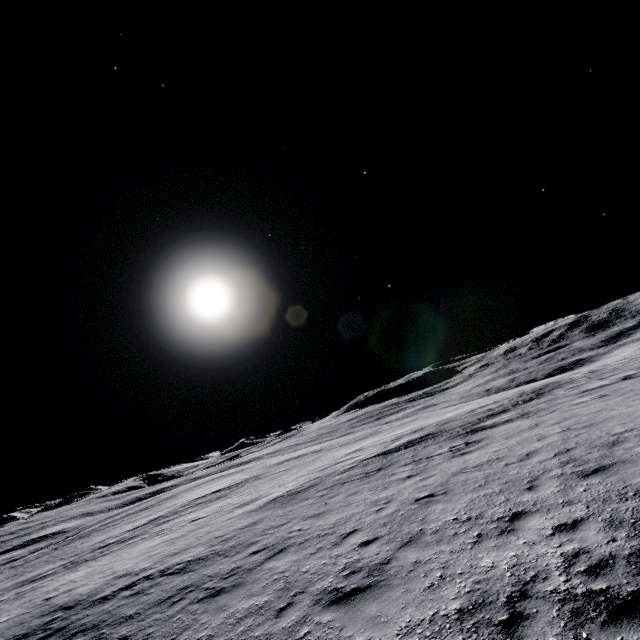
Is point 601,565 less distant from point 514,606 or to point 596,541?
point 596,541
